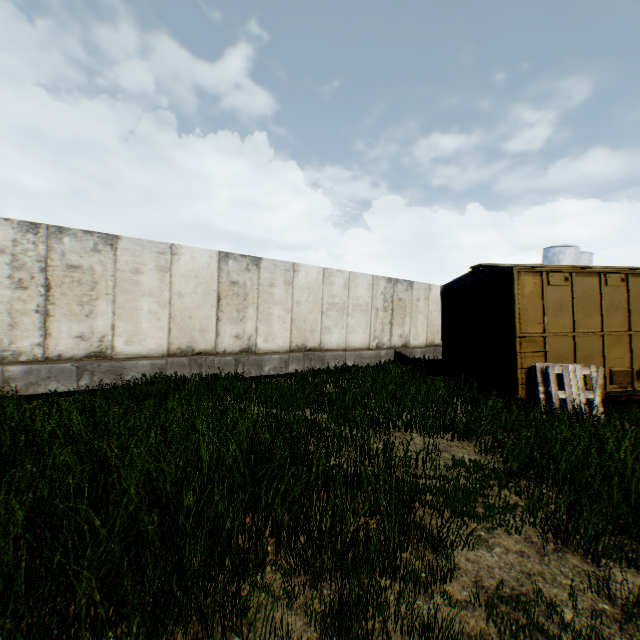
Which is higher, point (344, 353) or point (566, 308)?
point (566, 308)

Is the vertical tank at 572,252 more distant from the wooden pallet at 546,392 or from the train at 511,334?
the wooden pallet at 546,392

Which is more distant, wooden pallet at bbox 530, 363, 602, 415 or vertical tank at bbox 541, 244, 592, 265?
vertical tank at bbox 541, 244, 592, 265

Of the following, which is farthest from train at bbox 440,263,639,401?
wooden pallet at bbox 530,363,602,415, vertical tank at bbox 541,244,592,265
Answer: vertical tank at bbox 541,244,592,265

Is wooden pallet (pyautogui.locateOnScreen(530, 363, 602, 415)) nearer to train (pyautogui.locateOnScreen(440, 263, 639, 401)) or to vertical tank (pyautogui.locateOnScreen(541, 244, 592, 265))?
train (pyautogui.locateOnScreen(440, 263, 639, 401))

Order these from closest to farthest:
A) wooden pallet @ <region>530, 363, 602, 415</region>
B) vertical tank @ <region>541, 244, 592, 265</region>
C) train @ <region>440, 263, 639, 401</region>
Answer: wooden pallet @ <region>530, 363, 602, 415</region> < train @ <region>440, 263, 639, 401</region> < vertical tank @ <region>541, 244, 592, 265</region>

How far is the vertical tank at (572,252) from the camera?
42.3m
